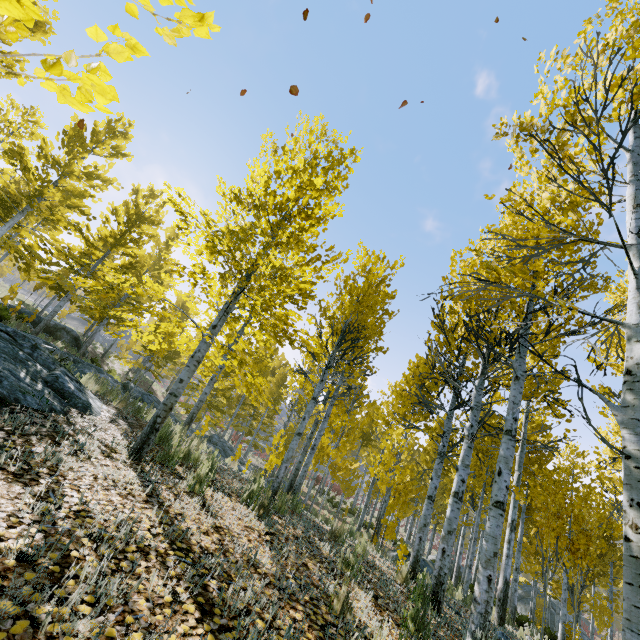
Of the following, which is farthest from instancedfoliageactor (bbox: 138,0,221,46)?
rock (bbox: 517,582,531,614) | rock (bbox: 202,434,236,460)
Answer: rock (bbox: 202,434,236,460)

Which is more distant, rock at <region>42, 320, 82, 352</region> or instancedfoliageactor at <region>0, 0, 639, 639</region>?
rock at <region>42, 320, 82, 352</region>

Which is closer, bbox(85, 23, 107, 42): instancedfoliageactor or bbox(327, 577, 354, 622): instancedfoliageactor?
bbox(85, 23, 107, 42): instancedfoliageactor

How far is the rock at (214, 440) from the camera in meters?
16.0 m

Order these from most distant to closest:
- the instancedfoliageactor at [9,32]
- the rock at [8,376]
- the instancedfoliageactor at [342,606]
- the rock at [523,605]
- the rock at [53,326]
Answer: the rock at [523,605]
the rock at [53,326]
the rock at [8,376]
the instancedfoliageactor at [342,606]
the instancedfoliageactor at [9,32]

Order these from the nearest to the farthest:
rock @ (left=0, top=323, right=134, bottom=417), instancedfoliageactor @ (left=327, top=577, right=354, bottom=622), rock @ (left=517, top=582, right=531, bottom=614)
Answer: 1. instancedfoliageactor @ (left=327, top=577, right=354, bottom=622)
2. rock @ (left=0, top=323, right=134, bottom=417)
3. rock @ (left=517, top=582, right=531, bottom=614)

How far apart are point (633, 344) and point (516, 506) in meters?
8.4
